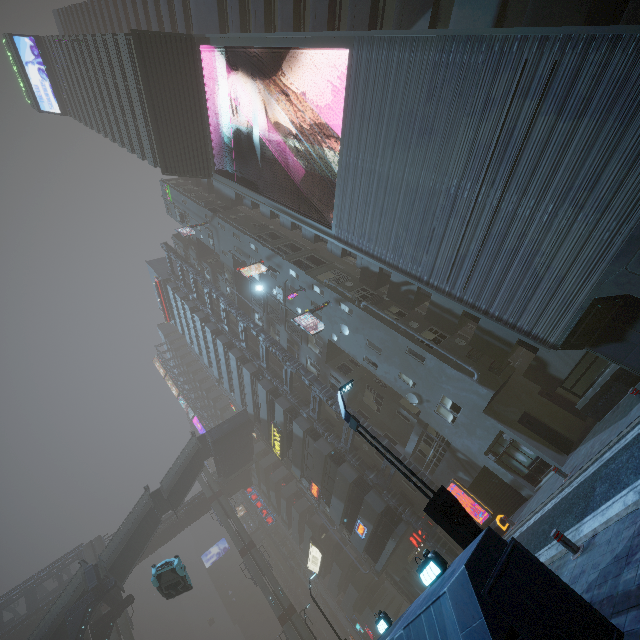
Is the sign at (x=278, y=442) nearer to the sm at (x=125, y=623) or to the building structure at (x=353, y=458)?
the building structure at (x=353, y=458)

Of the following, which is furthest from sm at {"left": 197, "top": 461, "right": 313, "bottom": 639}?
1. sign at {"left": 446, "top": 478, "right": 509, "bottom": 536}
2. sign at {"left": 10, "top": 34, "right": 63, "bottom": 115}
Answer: sign at {"left": 10, "top": 34, "right": 63, "bottom": 115}

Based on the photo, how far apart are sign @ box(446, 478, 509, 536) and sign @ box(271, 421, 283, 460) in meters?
17.9 m

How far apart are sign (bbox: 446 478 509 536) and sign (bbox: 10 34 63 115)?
66.6 meters

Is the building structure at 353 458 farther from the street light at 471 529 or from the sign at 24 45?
the sign at 24 45

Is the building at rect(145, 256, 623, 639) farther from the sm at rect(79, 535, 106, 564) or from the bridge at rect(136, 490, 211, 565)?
the bridge at rect(136, 490, 211, 565)

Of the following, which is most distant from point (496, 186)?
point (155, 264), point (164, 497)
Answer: point (155, 264)

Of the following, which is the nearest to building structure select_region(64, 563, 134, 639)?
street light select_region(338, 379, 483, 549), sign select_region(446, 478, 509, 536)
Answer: sign select_region(446, 478, 509, 536)
